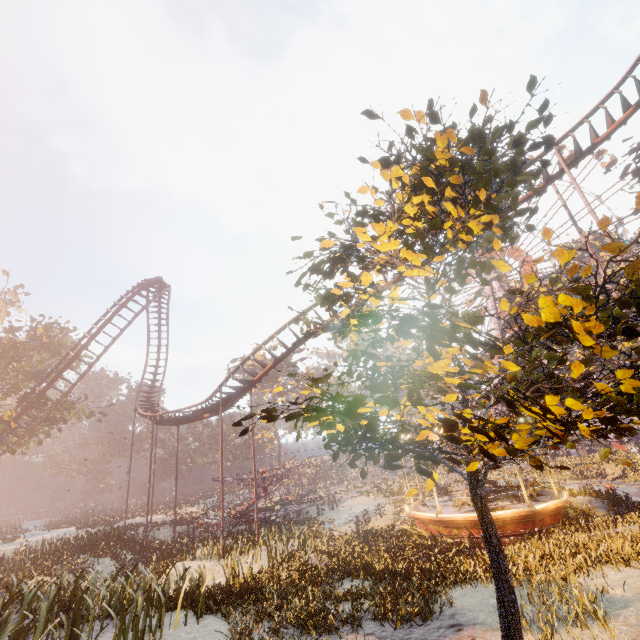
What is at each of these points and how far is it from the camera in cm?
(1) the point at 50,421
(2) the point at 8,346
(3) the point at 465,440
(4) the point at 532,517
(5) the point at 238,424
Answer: (1) tree, 2641
(2) tree, 2605
(3) instancedfoliageactor, 288
(4) carousel, 1344
(5) instancedfoliageactor, 417

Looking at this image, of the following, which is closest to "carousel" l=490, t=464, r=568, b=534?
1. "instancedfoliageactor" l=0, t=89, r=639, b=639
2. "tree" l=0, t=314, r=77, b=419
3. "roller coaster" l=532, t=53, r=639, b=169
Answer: "instancedfoliageactor" l=0, t=89, r=639, b=639

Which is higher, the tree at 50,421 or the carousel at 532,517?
the tree at 50,421

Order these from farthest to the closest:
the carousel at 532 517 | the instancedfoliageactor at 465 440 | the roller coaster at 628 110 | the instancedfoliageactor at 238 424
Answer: the roller coaster at 628 110, the carousel at 532 517, the instancedfoliageactor at 238 424, the instancedfoliageactor at 465 440

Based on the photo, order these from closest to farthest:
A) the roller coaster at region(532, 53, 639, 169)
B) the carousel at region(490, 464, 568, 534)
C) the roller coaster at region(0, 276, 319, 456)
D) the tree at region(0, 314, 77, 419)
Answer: the carousel at region(490, 464, 568, 534) < the roller coaster at region(532, 53, 639, 169) < the roller coaster at region(0, 276, 319, 456) < the tree at region(0, 314, 77, 419)

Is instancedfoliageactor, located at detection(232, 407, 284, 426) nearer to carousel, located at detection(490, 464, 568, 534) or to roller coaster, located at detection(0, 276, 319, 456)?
carousel, located at detection(490, 464, 568, 534)

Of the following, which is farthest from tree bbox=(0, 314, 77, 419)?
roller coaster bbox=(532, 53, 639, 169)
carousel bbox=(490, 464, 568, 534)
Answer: carousel bbox=(490, 464, 568, 534)

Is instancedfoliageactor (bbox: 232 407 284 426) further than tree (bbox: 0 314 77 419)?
No
